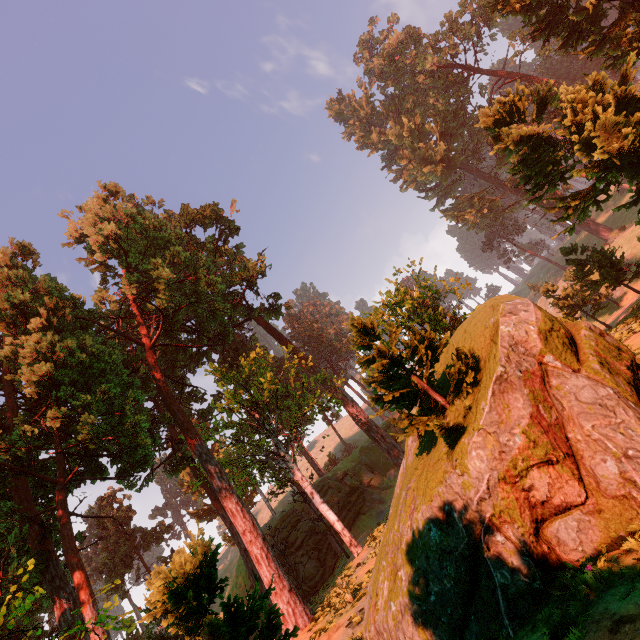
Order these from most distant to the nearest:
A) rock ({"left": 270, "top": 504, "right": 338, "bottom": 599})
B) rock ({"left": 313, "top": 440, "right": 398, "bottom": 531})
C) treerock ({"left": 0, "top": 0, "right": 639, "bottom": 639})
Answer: rock ({"left": 313, "top": 440, "right": 398, "bottom": 531}) → rock ({"left": 270, "top": 504, "right": 338, "bottom": 599}) → treerock ({"left": 0, "top": 0, "right": 639, "bottom": 639})

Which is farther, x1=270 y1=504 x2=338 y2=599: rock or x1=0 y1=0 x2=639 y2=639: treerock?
x1=270 y1=504 x2=338 y2=599: rock

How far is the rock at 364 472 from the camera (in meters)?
33.97

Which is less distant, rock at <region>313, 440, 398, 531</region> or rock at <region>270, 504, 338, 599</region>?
rock at <region>270, 504, 338, 599</region>

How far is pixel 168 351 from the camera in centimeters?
3097cm

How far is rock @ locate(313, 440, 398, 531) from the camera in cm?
3397
